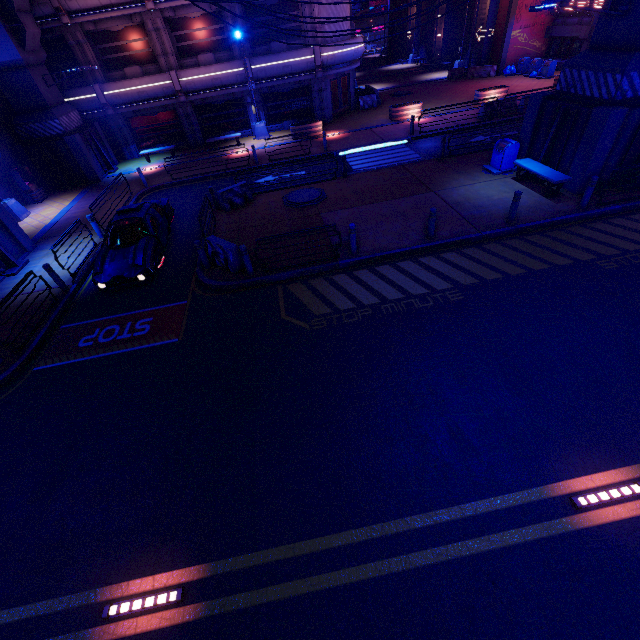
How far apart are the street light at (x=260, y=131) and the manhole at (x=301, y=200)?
11.38m

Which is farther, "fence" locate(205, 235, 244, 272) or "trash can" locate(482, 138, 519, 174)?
"trash can" locate(482, 138, 519, 174)

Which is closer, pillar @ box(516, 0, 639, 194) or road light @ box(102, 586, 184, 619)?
road light @ box(102, 586, 184, 619)

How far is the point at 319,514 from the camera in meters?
5.5

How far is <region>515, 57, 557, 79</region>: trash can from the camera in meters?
26.5 m

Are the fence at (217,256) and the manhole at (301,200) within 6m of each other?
yes

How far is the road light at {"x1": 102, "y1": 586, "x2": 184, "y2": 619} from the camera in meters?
4.8 m

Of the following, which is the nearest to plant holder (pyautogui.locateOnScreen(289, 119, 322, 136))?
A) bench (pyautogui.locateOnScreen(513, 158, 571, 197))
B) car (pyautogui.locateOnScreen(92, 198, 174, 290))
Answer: car (pyautogui.locateOnScreen(92, 198, 174, 290))
